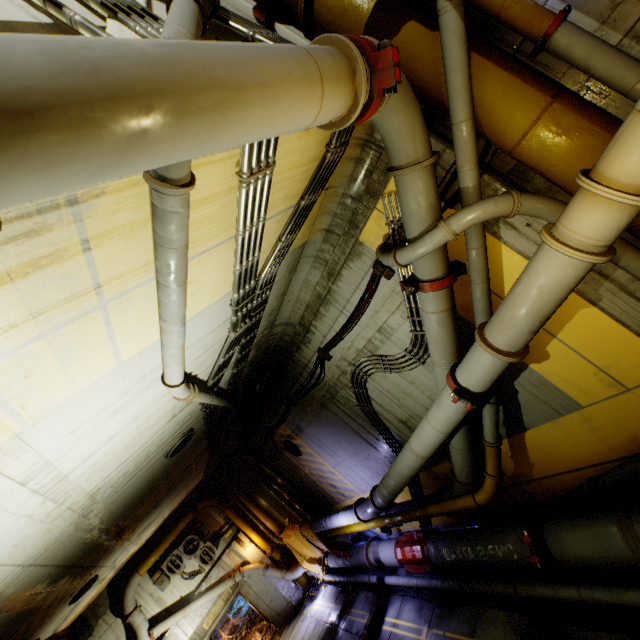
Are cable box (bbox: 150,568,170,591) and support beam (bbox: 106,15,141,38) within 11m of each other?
no

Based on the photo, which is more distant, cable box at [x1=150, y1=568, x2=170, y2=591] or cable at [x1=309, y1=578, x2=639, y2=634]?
cable box at [x1=150, y1=568, x2=170, y2=591]

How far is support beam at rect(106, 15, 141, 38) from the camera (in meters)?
2.42

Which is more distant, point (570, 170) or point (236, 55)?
point (570, 170)

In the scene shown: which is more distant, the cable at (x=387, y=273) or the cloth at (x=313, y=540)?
the cloth at (x=313, y=540)

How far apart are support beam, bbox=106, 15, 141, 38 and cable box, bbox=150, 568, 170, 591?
17.7m

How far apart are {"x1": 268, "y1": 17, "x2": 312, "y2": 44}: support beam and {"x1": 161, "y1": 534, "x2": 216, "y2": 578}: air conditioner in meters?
17.7 m

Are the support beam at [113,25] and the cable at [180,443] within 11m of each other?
yes
